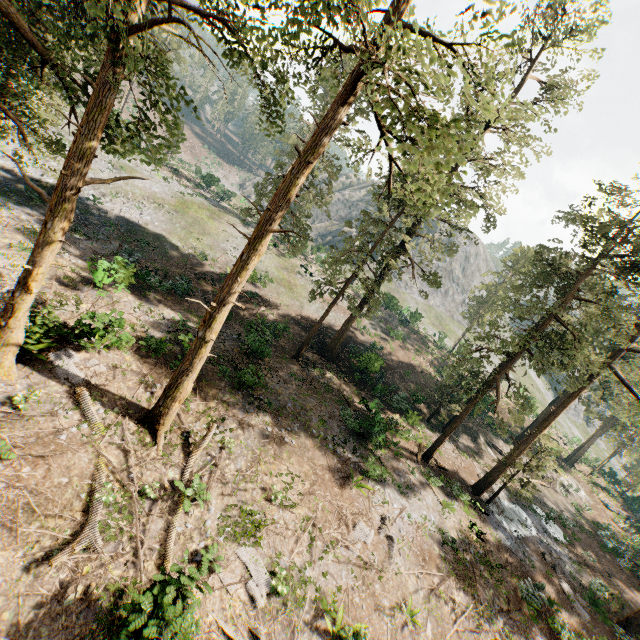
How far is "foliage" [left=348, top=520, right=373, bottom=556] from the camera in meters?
14.7

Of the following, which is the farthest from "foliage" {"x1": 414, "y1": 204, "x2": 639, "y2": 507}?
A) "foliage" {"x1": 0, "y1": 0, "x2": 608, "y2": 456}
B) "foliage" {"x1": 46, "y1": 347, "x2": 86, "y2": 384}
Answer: "foliage" {"x1": 46, "y1": 347, "x2": 86, "y2": 384}

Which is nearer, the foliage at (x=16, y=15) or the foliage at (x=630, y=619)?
the foliage at (x=16, y=15)

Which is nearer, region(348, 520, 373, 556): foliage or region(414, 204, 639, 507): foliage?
region(348, 520, 373, 556): foliage

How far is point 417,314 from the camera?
46.9m

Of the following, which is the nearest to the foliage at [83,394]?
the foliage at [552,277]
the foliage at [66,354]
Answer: the foliage at [552,277]

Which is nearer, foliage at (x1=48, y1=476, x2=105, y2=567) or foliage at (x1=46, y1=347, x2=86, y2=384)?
foliage at (x1=48, y1=476, x2=105, y2=567)
